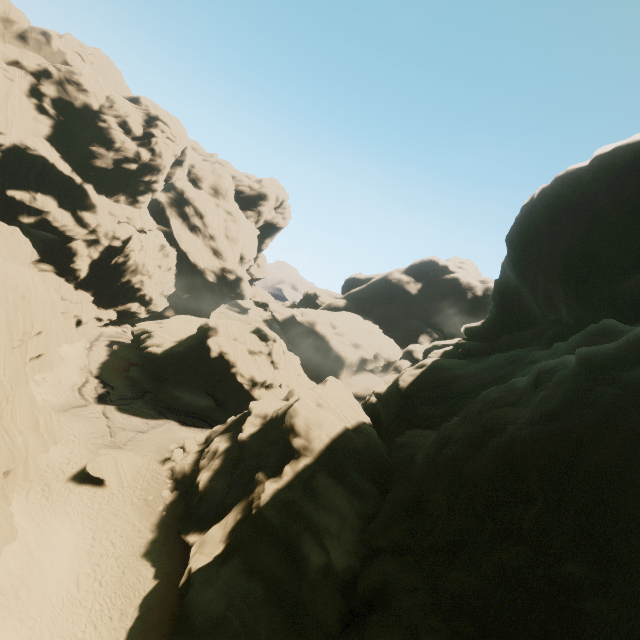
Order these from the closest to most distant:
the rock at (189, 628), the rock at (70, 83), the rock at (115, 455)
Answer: the rock at (189, 628), the rock at (115, 455), the rock at (70, 83)

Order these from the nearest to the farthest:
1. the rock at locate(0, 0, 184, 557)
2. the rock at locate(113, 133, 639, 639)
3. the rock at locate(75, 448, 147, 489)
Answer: the rock at locate(113, 133, 639, 639) → the rock at locate(75, 448, 147, 489) → the rock at locate(0, 0, 184, 557)

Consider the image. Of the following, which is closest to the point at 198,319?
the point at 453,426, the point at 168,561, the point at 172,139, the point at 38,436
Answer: the point at 38,436

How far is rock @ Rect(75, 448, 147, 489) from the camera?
24.9 meters

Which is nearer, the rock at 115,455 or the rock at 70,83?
the rock at 115,455

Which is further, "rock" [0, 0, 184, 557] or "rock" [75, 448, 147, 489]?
"rock" [0, 0, 184, 557]
